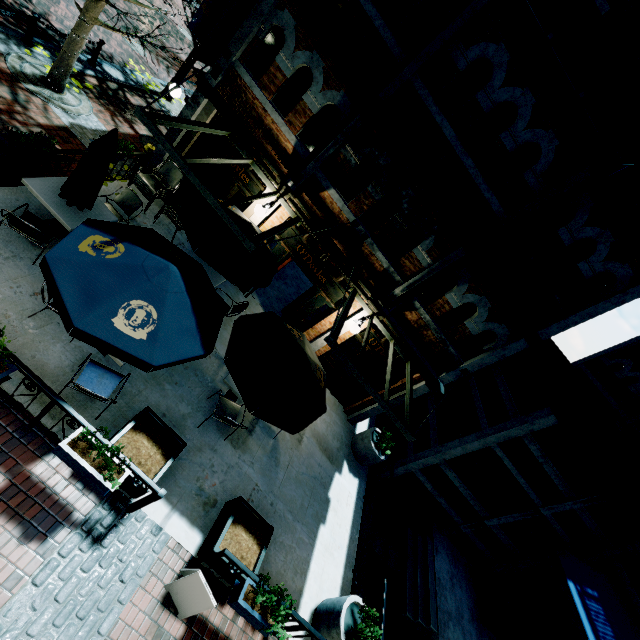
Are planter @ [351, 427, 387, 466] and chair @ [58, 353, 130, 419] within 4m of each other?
no

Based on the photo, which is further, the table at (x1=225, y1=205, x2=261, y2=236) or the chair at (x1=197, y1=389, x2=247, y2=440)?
the table at (x1=225, y1=205, x2=261, y2=236)

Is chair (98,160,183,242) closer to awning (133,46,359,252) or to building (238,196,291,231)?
building (238,196,291,231)

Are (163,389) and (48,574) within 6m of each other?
yes

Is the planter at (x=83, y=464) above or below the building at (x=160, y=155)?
below

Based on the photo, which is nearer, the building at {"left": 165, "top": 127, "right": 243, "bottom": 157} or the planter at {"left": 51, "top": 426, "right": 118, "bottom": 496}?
the planter at {"left": 51, "top": 426, "right": 118, "bottom": 496}

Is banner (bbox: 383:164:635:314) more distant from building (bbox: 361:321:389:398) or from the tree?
the tree

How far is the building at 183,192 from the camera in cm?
931
